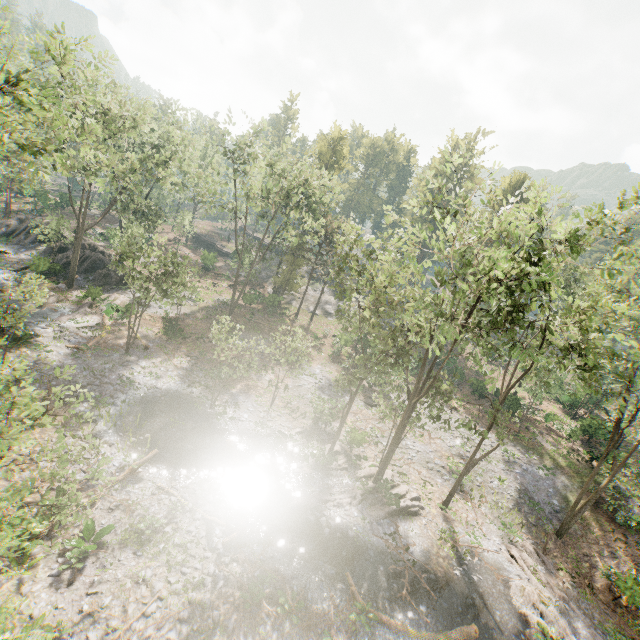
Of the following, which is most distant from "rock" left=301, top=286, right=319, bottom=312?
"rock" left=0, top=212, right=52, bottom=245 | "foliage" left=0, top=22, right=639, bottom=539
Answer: "rock" left=0, top=212, right=52, bottom=245

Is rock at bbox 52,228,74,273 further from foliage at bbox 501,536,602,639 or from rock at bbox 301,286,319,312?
rock at bbox 301,286,319,312

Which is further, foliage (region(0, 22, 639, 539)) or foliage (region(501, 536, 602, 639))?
foliage (region(501, 536, 602, 639))

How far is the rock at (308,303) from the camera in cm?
4857

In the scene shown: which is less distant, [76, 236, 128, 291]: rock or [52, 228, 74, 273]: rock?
[52, 228, 74, 273]: rock

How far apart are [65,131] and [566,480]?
43.41m

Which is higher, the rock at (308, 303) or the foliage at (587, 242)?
the foliage at (587, 242)

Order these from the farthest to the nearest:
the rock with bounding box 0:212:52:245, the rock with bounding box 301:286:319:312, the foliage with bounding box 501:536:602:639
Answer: the rock with bounding box 301:286:319:312 → the rock with bounding box 0:212:52:245 → the foliage with bounding box 501:536:602:639
